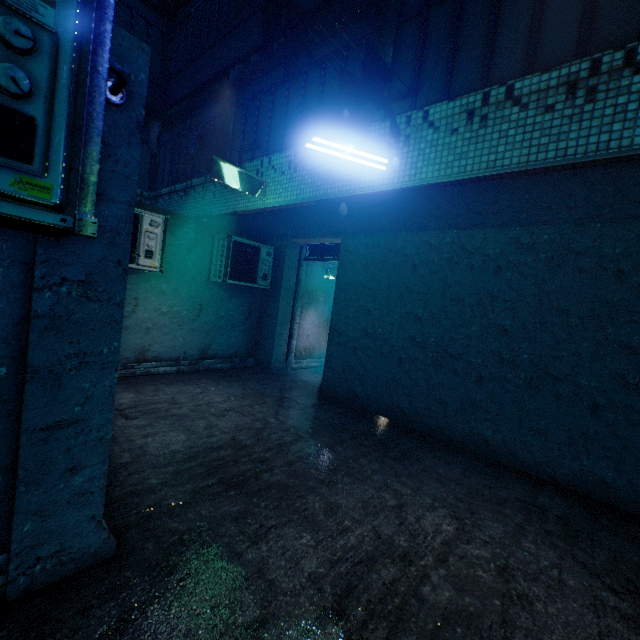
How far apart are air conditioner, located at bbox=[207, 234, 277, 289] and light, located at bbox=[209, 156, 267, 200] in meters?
1.1

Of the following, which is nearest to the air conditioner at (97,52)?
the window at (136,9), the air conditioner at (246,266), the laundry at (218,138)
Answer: the laundry at (218,138)

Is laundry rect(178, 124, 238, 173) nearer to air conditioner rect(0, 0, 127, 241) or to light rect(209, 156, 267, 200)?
light rect(209, 156, 267, 200)

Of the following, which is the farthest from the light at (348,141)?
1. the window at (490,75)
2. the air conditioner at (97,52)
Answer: the air conditioner at (97,52)

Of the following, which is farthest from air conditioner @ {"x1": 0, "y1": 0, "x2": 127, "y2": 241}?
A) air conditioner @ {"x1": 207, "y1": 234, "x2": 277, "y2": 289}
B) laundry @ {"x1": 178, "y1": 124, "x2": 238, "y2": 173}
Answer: air conditioner @ {"x1": 207, "y1": 234, "x2": 277, "y2": 289}

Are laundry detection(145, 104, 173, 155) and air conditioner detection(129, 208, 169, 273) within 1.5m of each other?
yes

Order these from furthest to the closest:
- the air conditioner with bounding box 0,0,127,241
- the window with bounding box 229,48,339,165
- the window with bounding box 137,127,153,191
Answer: the window with bounding box 137,127,153,191 < the window with bounding box 229,48,339,165 < the air conditioner with bounding box 0,0,127,241

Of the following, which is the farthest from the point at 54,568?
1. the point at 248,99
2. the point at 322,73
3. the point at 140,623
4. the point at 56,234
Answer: the point at 248,99
